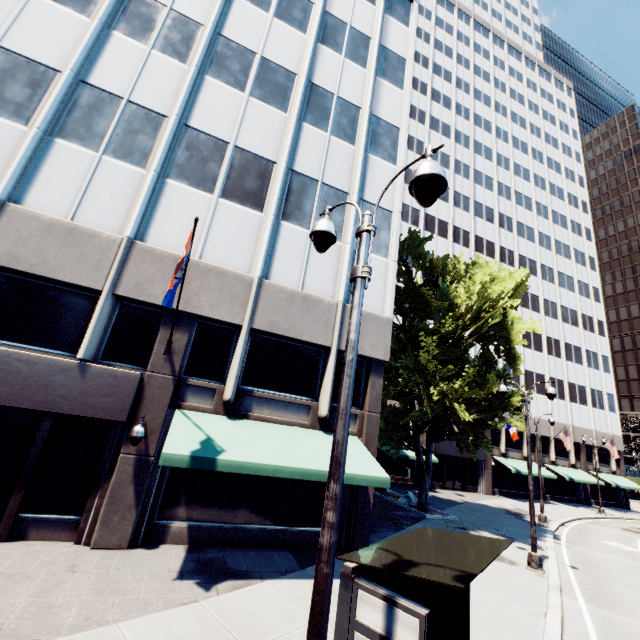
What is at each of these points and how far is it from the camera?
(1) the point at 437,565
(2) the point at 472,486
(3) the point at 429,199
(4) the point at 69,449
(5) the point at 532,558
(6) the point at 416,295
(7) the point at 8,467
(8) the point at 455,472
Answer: (1) bus stop, 4.40m
(2) building, 33.38m
(3) light, 3.72m
(4) building, 9.41m
(5) light, 12.59m
(6) tree, 17.38m
(7) door, 8.88m
(8) door, 33.19m

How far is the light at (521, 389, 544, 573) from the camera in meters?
12.5 m

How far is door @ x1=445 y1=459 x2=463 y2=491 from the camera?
32.6 meters

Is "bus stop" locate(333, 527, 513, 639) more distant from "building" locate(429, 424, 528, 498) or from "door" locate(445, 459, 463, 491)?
"door" locate(445, 459, 463, 491)

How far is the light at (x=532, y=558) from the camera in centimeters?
1249cm

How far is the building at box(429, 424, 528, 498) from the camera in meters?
32.3 m

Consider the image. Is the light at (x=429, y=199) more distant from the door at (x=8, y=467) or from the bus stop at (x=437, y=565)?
the door at (x=8, y=467)

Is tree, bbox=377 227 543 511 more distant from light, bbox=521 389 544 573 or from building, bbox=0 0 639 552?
light, bbox=521 389 544 573
